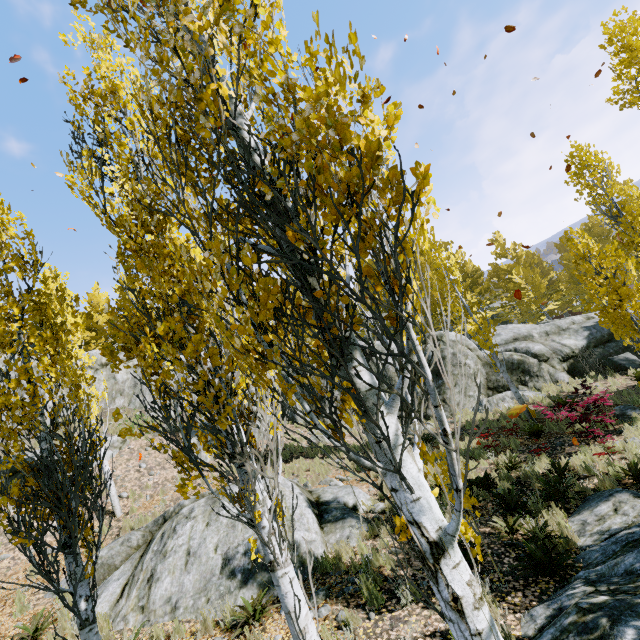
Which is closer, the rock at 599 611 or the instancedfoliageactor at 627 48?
the rock at 599 611

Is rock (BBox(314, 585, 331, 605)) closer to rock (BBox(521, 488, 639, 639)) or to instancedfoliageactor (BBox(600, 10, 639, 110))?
instancedfoliageactor (BBox(600, 10, 639, 110))

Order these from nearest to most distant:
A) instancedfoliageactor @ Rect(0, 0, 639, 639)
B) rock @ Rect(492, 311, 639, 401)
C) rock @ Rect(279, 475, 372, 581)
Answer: instancedfoliageactor @ Rect(0, 0, 639, 639) → rock @ Rect(279, 475, 372, 581) → rock @ Rect(492, 311, 639, 401)

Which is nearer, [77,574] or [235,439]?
[235,439]

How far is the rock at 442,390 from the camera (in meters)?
17.36

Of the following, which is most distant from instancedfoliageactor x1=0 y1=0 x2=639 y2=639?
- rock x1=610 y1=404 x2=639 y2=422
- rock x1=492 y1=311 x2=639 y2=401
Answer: rock x1=610 y1=404 x2=639 y2=422

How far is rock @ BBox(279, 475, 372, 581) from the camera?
7.4m
